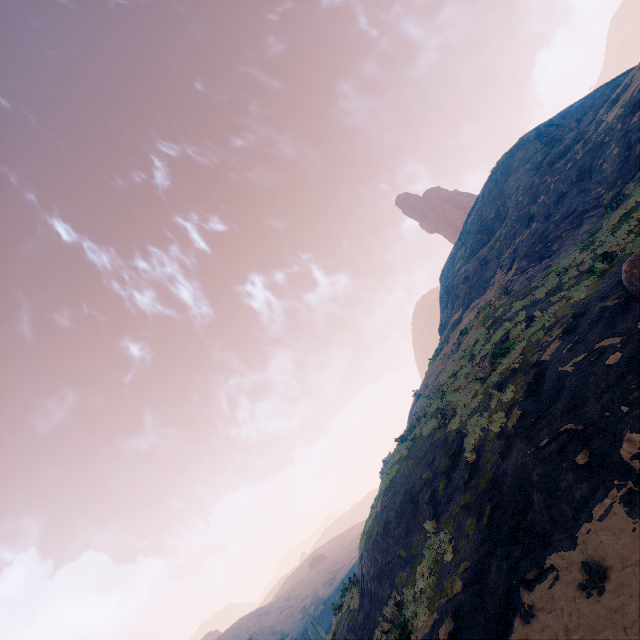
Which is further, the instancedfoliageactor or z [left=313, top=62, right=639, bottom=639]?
the instancedfoliageactor

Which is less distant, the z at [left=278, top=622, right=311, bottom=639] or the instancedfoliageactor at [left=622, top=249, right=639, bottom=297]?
the instancedfoliageactor at [left=622, top=249, right=639, bottom=297]

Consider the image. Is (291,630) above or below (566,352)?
above

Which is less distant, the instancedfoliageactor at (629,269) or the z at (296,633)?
the instancedfoliageactor at (629,269)

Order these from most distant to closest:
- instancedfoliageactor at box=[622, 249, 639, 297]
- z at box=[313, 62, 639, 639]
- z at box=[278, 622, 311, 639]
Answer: z at box=[278, 622, 311, 639]
instancedfoliageactor at box=[622, 249, 639, 297]
z at box=[313, 62, 639, 639]

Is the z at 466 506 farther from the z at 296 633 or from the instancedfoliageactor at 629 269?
the z at 296 633

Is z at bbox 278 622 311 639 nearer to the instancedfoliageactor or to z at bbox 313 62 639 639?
z at bbox 313 62 639 639
